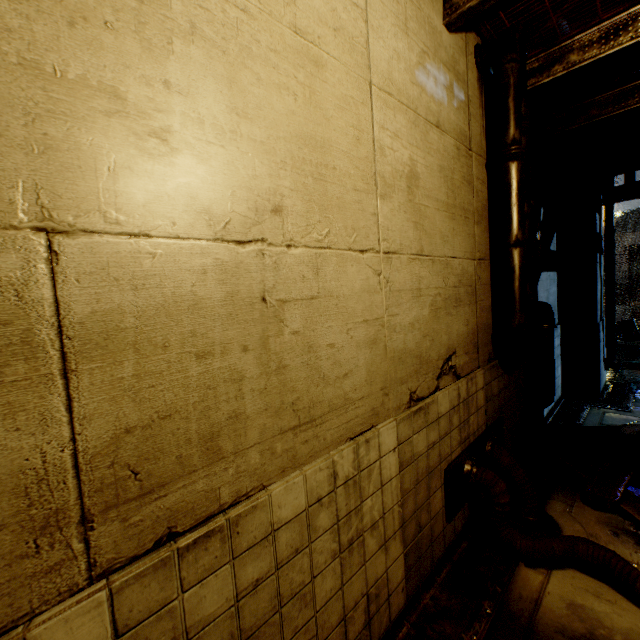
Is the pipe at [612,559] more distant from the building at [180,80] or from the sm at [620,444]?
the sm at [620,444]

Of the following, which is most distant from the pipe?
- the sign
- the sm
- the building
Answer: the sign

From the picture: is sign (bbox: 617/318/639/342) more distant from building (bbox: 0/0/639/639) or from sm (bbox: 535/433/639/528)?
sm (bbox: 535/433/639/528)

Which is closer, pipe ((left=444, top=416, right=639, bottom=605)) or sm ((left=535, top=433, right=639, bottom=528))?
pipe ((left=444, top=416, right=639, bottom=605))

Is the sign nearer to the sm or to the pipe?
the sm

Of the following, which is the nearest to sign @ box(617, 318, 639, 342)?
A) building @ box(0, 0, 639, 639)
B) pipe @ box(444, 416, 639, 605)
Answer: building @ box(0, 0, 639, 639)

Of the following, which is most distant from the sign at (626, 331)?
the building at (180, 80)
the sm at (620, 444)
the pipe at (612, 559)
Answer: the pipe at (612, 559)

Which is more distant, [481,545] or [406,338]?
[481,545]
